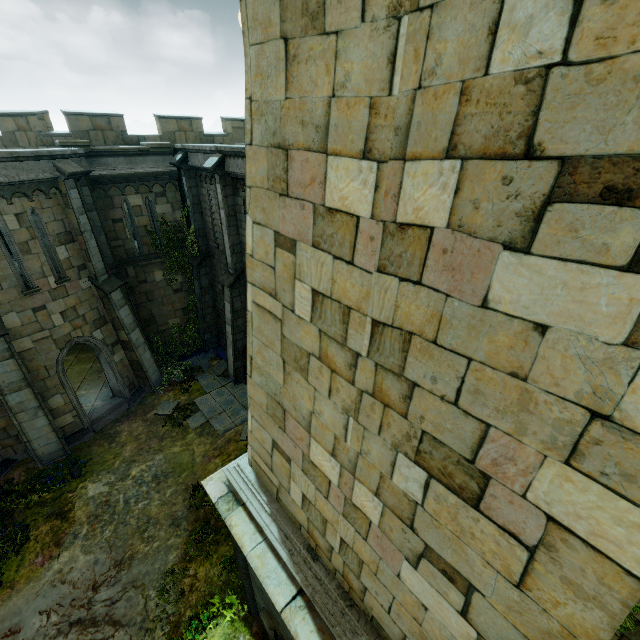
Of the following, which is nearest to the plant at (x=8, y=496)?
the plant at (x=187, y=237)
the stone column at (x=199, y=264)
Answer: the stone column at (x=199, y=264)

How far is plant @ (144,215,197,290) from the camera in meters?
14.9

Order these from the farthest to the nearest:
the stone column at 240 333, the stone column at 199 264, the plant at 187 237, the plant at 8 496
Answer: the plant at 187 237, the stone column at 199 264, the stone column at 240 333, the plant at 8 496

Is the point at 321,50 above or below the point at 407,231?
above

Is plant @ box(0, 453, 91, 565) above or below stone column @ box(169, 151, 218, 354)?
below

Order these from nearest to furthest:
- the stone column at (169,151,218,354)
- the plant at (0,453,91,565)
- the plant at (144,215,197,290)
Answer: the plant at (0,453,91,565), the stone column at (169,151,218,354), the plant at (144,215,197,290)

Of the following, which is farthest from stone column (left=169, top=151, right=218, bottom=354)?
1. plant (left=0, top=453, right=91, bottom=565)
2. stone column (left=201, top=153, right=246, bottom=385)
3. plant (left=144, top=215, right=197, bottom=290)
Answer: plant (left=0, top=453, right=91, bottom=565)

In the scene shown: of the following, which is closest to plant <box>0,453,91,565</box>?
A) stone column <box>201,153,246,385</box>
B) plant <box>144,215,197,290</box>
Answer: stone column <box>201,153,246,385</box>
